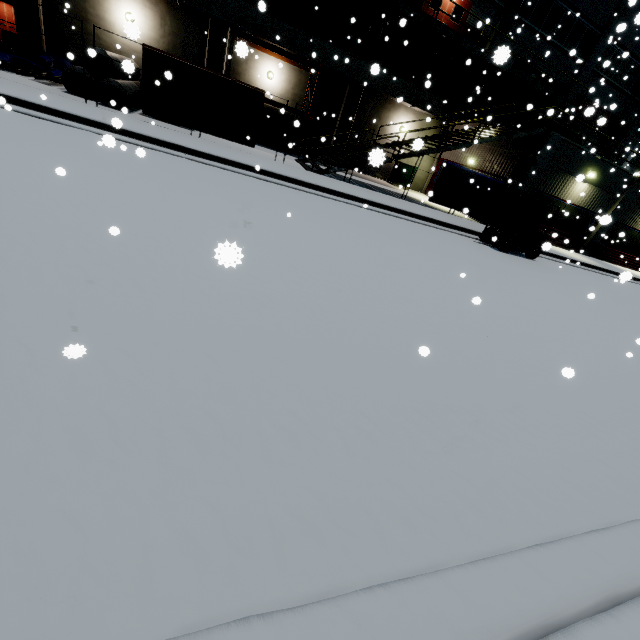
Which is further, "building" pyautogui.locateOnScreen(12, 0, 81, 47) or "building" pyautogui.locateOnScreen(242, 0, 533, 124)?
"building" pyautogui.locateOnScreen(242, 0, 533, 124)

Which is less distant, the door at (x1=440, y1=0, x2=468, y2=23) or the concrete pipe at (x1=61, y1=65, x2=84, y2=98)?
the concrete pipe at (x1=61, y1=65, x2=84, y2=98)

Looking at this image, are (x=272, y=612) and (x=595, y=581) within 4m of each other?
yes

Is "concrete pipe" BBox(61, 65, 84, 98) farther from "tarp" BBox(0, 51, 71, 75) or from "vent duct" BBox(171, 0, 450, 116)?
"vent duct" BBox(171, 0, 450, 116)

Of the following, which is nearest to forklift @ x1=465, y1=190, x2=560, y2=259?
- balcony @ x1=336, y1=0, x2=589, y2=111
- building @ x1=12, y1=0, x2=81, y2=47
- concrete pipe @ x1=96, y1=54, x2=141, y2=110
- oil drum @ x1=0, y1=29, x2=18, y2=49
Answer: balcony @ x1=336, y1=0, x2=589, y2=111

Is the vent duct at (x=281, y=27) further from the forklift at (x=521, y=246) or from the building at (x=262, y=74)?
the forklift at (x=521, y=246)

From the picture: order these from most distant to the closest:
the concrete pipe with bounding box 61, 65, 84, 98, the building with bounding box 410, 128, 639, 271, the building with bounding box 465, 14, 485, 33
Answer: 1. the building with bounding box 410, 128, 639, 271
2. the concrete pipe with bounding box 61, 65, 84, 98
3. the building with bounding box 465, 14, 485, 33

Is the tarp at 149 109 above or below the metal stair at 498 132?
below
